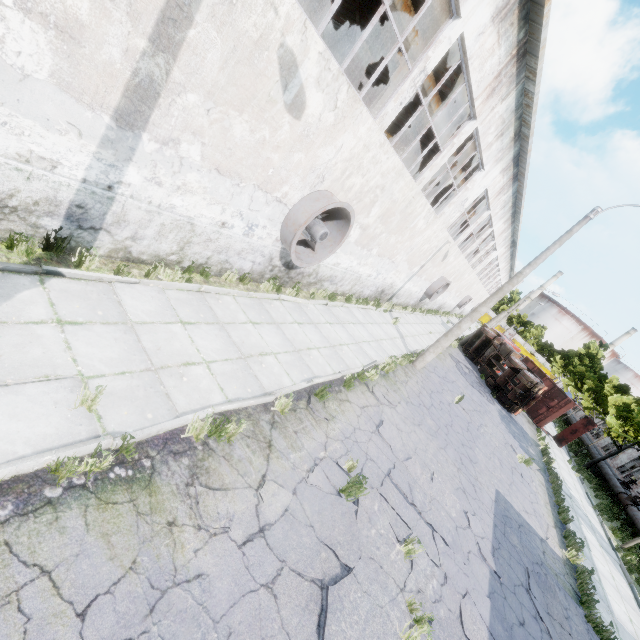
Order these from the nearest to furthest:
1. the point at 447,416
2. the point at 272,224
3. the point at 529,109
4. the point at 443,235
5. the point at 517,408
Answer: the point at 272,224, the point at 529,109, the point at 447,416, the point at 443,235, the point at 517,408

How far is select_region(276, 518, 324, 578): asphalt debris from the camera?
4.3m

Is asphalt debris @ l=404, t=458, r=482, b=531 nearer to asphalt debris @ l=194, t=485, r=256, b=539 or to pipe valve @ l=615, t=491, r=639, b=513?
asphalt debris @ l=194, t=485, r=256, b=539

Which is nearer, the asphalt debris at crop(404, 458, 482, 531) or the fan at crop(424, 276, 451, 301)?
the asphalt debris at crop(404, 458, 482, 531)

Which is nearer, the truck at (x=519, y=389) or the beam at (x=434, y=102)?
the beam at (x=434, y=102)

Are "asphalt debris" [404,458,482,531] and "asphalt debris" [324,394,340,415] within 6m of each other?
yes

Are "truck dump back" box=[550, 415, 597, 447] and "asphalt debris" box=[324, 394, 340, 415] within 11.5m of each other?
no

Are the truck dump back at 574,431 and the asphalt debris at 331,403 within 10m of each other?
no
